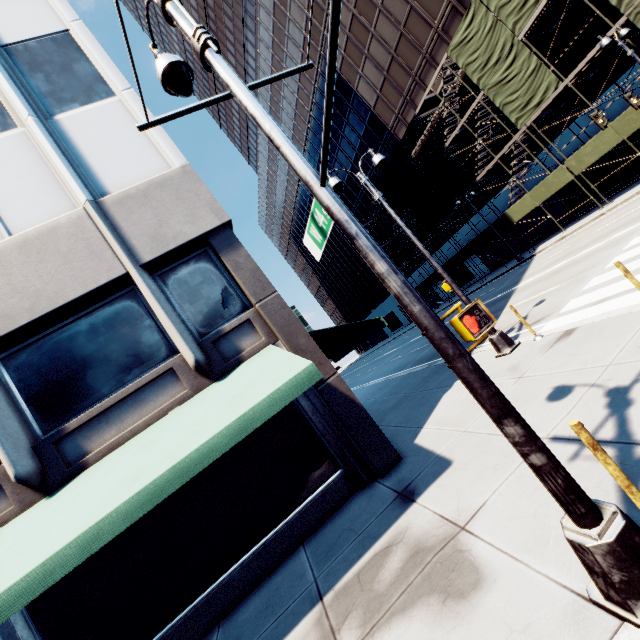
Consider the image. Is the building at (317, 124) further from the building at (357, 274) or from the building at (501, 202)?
the building at (501, 202)

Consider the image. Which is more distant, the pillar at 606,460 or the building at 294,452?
the building at 294,452

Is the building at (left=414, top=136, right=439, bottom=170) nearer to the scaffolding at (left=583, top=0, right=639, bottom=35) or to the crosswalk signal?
the scaffolding at (left=583, top=0, right=639, bottom=35)

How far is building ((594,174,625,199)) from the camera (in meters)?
22.70

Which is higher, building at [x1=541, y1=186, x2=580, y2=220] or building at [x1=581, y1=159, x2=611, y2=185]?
building at [x1=581, y1=159, x2=611, y2=185]

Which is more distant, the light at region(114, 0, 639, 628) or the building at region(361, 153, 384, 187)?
the building at region(361, 153, 384, 187)

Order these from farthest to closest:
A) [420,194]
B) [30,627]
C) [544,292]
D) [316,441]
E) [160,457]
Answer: [420,194] → [544,292] → [316,441] → [30,627] → [160,457]

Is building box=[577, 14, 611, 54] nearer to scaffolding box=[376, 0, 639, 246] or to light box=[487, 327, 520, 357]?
scaffolding box=[376, 0, 639, 246]
